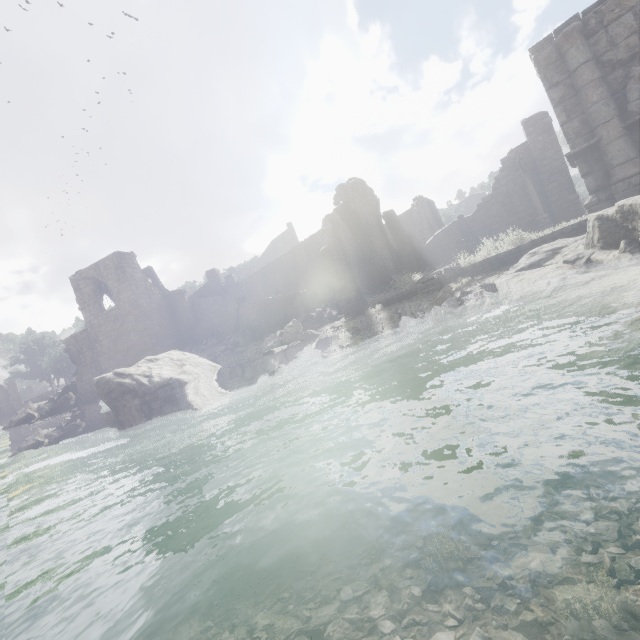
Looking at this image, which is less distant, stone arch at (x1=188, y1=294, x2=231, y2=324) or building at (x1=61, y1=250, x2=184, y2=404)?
building at (x1=61, y1=250, x2=184, y2=404)

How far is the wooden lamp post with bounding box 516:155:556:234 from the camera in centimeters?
1762cm

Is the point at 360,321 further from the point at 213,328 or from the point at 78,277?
the point at 78,277

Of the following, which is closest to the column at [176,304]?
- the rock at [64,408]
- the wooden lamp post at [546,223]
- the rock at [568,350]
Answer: the rock at [64,408]

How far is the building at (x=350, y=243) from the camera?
27.41m

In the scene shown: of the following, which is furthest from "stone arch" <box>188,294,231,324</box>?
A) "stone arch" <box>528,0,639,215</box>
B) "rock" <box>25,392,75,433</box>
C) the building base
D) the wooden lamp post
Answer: the wooden lamp post

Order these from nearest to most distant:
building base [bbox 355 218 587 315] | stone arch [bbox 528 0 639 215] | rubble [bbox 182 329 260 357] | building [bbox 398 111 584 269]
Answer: stone arch [bbox 528 0 639 215]
building base [bbox 355 218 587 315]
building [bbox 398 111 584 269]
rubble [bbox 182 329 260 357]

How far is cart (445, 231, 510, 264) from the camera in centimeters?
1349cm
